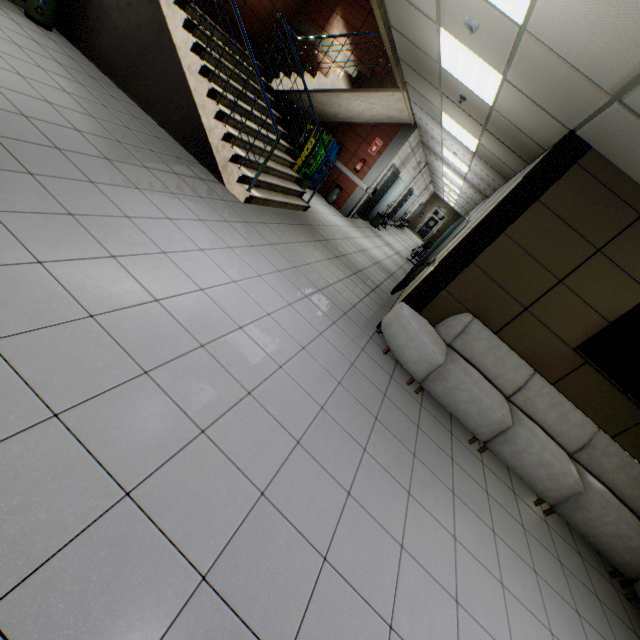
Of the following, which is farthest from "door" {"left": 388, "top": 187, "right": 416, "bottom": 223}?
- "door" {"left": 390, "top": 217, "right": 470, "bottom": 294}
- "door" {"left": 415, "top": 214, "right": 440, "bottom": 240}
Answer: "door" {"left": 415, "top": 214, "right": 440, "bottom": 240}

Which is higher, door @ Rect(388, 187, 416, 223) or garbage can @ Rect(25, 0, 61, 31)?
door @ Rect(388, 187, 416, 223)

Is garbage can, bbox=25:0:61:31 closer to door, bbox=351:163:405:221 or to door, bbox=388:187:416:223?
door, bbox=351:163:405:221

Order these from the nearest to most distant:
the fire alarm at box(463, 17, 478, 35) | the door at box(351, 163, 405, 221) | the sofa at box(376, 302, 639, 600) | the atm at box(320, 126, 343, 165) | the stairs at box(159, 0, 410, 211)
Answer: the fire alarm at box(463, 17, 478, 35) → the sofa at box(376, 302, 639, 600) → the stairs at box(159, 0, 410, 211) → the atm at box(320, 126, 343, 165) → the door at box(351, 163, 405, 221)

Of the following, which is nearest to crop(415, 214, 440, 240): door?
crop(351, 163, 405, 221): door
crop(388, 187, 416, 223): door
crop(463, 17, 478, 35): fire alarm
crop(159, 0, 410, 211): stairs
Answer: crop(388, 187, 416, 223): door

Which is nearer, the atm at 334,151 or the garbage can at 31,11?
the garbage can at 31,11

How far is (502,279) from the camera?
4.24m

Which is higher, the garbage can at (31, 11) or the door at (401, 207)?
the door at (401, 207)
